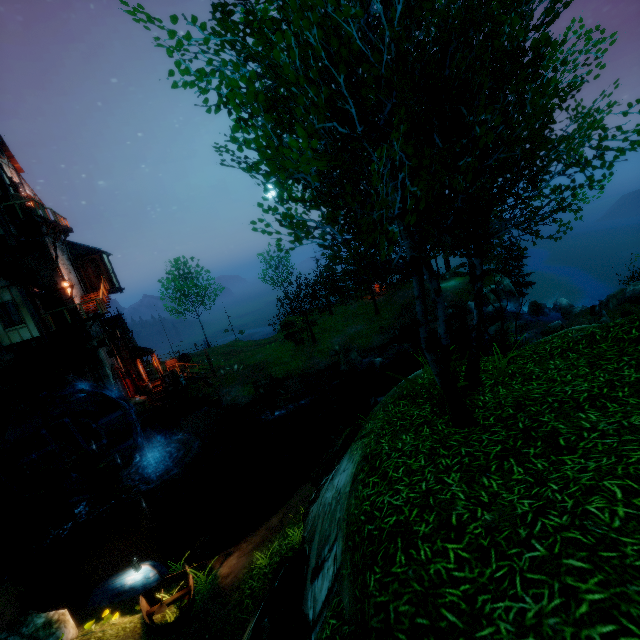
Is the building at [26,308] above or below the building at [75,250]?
below

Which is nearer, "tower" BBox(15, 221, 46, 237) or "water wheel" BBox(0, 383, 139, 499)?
"water wheel" BBox(0, 383, 139, 499)

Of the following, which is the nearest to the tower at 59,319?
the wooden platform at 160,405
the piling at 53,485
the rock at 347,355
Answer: the wooden platform at 160,405

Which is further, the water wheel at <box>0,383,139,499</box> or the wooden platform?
the wooden platform

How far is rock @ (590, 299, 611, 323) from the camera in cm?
1677

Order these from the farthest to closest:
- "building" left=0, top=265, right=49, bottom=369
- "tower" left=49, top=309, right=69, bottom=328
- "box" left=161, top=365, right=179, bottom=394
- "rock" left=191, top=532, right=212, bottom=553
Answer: "box" left=161, top=365, right=179, bottom=394 < "tower" left=49, top=309, right=69, bottom=328 < "building" left=0, top=265, right=49, bottom=369 < "rock" left=191, top=532, right=212, bottom=553

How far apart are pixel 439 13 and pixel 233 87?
2.26m

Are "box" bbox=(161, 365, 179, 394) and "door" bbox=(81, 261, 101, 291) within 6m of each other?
no
